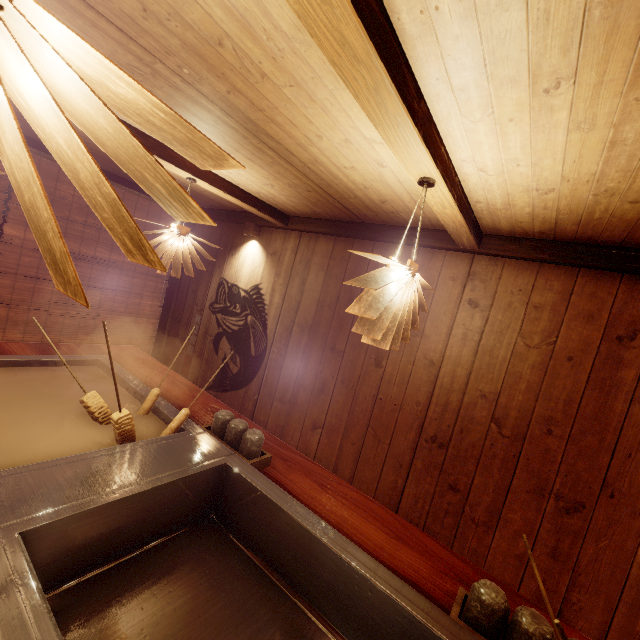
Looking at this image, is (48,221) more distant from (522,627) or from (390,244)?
(390,244)

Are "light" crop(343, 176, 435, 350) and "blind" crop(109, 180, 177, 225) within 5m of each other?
no

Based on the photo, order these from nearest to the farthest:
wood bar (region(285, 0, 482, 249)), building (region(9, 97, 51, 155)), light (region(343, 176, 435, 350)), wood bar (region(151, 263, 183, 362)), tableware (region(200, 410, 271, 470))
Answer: wood bar (region(285, 0, 482, 249)) → light (region(343, 176, 435, 350)) → tableware (region(200, 410, 271, 470)) → building (region(9, 97, 51, 155)) → wood bar (region(151, 263, 183, 362))

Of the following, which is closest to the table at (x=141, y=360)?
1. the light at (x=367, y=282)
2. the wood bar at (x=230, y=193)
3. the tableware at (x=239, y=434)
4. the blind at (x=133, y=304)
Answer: the tableware at (x=239, y=434)

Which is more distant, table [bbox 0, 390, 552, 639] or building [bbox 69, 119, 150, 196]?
building [bbox 69, 119, 150, 196]

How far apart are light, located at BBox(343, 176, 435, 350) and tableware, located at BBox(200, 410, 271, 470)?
1.4m

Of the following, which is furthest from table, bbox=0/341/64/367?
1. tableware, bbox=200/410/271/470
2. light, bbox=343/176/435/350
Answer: light, bbox=343/176/435/350

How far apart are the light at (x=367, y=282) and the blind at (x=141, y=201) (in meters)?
6.99
